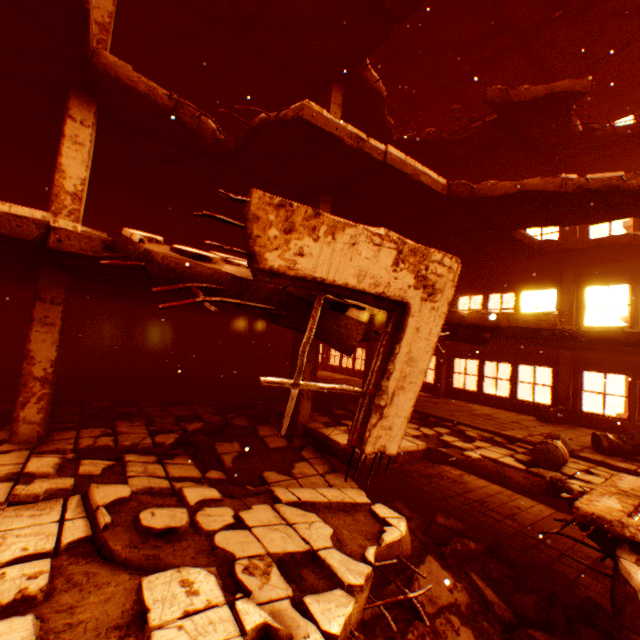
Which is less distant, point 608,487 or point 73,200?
point 608,487

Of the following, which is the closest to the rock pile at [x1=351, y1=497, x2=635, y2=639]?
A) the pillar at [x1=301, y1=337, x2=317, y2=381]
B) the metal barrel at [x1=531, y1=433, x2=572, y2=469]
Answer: the pillar at [x1=301, y1=337, x2=317, y2=381]

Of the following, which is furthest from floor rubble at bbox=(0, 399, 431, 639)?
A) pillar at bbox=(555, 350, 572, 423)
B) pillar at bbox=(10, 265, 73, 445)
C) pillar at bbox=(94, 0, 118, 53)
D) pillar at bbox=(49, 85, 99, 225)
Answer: pillar at bbox=(94, 0, 118, 53)

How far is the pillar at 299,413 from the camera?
7.6m

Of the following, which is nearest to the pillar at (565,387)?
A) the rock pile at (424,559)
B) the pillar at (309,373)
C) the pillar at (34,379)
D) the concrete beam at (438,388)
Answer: the concrete beam at (438,388)

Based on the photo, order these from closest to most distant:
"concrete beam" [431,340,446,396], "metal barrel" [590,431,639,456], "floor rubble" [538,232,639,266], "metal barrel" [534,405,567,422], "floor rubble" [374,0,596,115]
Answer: "metal barrel" [590,431,639,456] → "floor rubble" [374,0,596,115] → "floor rubble" [538,232,639,266] → "metal barrel" [534,405,567,422] → "concrete beam" [431,340,446,396]

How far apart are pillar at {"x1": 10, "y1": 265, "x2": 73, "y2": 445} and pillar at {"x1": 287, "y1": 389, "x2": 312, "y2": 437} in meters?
4.6 m

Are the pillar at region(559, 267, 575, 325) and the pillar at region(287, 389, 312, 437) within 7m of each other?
no
